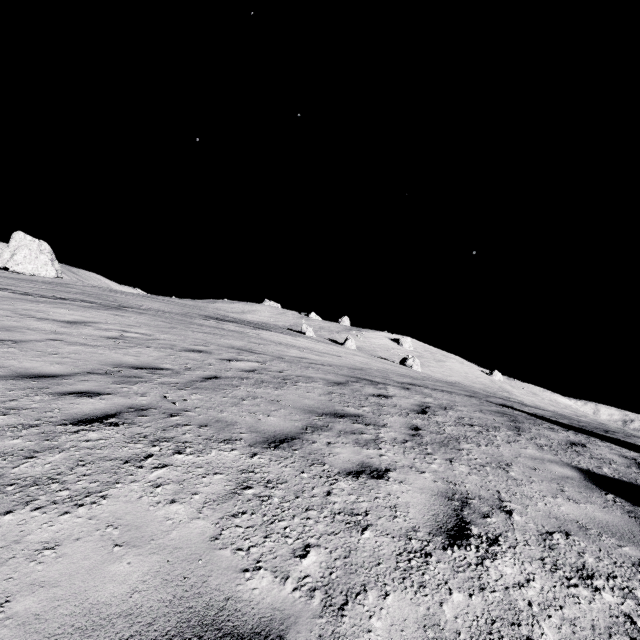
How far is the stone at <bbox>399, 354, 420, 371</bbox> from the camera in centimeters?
4550cm

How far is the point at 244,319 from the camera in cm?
4219

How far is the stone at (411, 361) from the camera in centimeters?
4550cm
